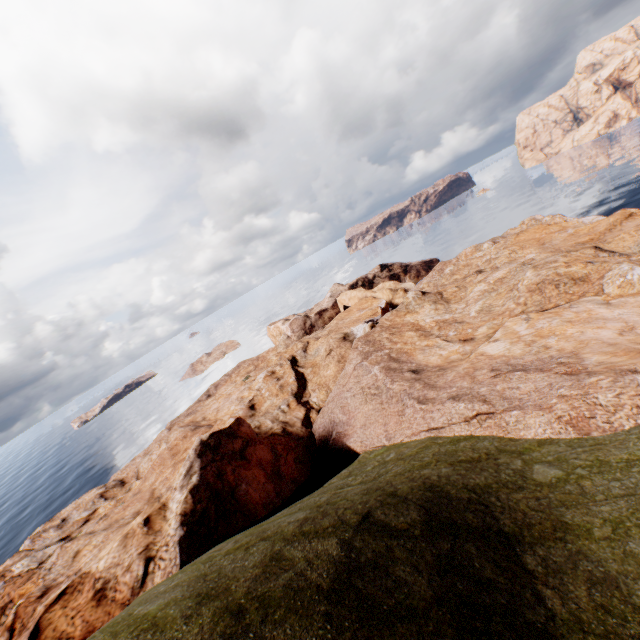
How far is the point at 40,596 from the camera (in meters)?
15.76
